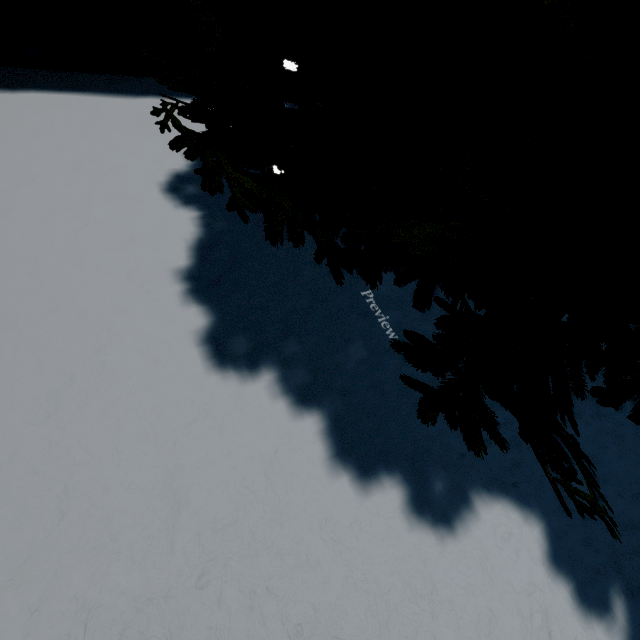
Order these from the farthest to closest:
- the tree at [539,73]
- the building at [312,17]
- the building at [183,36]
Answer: the building at [312,17] → the building at [183,36] → the tree at [539,73]

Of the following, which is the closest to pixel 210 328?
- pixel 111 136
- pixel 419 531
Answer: pixel 419 531

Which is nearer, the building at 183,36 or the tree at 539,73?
the tree at 539,73

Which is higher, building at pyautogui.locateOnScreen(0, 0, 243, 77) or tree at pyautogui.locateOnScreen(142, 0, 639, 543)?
tree at pyautogui.locateOnScreen(142, 0, 639, 543)

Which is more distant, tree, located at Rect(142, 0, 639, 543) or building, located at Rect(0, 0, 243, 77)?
building, located at Rect(0, 0, 243, 77)

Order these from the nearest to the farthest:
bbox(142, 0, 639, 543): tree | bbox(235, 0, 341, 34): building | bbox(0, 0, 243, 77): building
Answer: bbox(142, 0, 639, 543): tree
bbox(0, 0, 243, 77): building
bbox(235, 0, 341, 34): building

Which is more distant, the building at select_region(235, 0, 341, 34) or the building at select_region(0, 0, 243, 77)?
the building at select_region(235, 0, 341, 34)

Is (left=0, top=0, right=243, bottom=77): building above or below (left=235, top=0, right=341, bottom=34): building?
below
